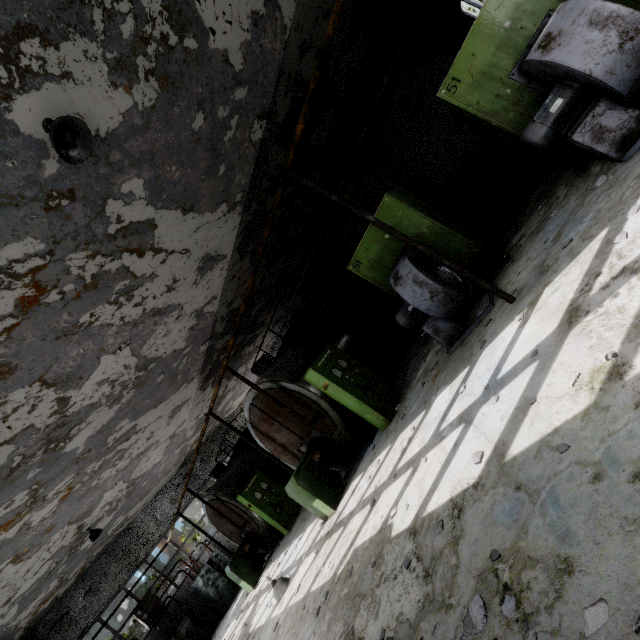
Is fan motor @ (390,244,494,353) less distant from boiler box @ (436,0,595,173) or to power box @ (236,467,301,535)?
boiler box @ (436,0,595,173)

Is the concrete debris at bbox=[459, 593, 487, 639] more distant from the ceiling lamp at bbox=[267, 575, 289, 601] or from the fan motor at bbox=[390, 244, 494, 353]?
the ceiling lamp at bbox=[267, 575, 289, 601]

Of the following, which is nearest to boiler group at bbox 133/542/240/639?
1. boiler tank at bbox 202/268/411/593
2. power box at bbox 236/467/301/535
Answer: power box at bbox 236/467/301/535

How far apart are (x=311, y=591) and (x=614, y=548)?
6.06m

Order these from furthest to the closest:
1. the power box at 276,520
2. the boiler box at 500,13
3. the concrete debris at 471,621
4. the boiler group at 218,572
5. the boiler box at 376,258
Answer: the boiler group at 218,572 → the power box at 276,520 → the boiler box at 376,258 → the boiler box at 500,13 → the concrete debris at 471,621

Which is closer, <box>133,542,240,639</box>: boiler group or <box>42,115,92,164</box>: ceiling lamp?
<box>42,115,92,164</box>: ceiling lamp

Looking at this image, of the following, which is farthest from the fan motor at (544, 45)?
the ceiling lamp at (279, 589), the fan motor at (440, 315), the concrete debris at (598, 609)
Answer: the ceiling lamp at (279, 589)

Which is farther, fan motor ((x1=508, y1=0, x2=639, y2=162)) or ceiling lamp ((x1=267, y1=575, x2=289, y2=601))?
ceiling lamp ((x1=267, y1=575, x2=289, y2=601))
